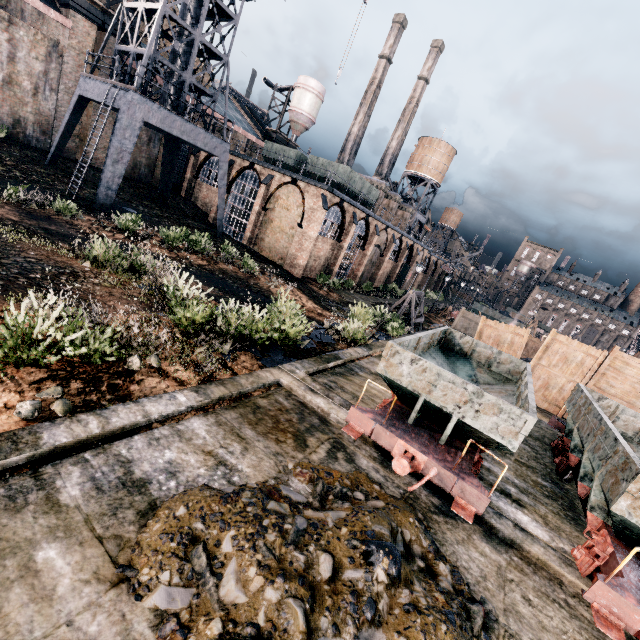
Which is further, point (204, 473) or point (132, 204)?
point (132, 204)

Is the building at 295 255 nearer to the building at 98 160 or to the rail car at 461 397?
the building at 98 160

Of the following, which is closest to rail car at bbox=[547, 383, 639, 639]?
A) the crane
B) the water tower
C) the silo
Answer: the crane

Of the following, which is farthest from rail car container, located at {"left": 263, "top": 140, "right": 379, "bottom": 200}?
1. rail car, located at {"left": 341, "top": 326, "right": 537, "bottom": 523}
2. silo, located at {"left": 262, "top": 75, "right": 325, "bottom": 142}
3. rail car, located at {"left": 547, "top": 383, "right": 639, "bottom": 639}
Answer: rail car, located at {"left": 547, "top": 383, "right": 639, "bottom": 639}

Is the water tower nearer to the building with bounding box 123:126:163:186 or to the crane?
the building with bounding box 123:126:163:186

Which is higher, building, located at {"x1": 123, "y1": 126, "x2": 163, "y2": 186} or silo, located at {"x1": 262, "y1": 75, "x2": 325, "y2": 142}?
silo, located at {"x1": 262, "y1": 75, "x2": 325, "y2": 142}

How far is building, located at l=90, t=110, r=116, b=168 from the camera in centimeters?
3030cm

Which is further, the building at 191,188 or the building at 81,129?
the building at 191,188
